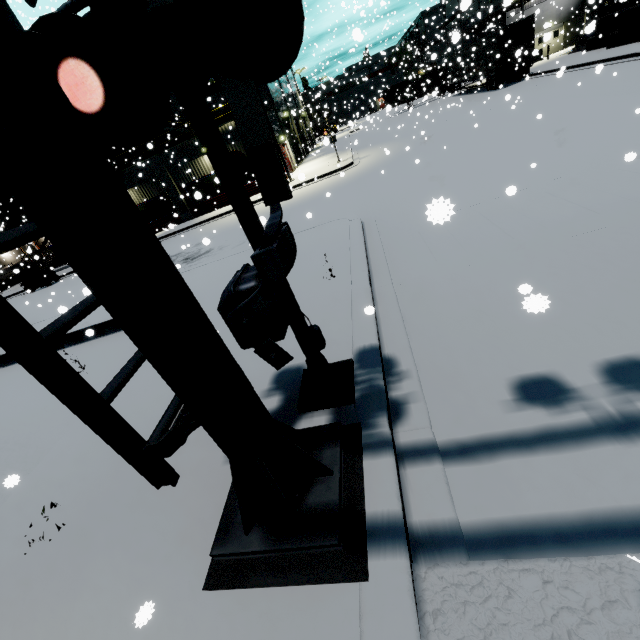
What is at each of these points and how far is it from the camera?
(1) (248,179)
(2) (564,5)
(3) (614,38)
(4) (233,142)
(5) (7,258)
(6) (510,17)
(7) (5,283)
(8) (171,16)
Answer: (1) building, 24.27m
(2) building, 34.94m
(3) concrete block, 21.11m
(4) building, 16.83m
(5) building, 38.41m
(6) building, 35.59m
(7) concrete pipe, 34.31m
(8) railroad crossing overhang, 1.65m

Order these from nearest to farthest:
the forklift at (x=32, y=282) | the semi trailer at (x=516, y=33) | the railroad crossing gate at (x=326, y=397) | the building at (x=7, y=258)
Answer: the railroad crossing gate at (x=326, y=397) → the forklift at (x=32, y=282) → the semi trailer at (x=516, y=33) → the building at (x=7, y=258)

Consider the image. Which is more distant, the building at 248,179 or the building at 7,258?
the building at 7,258

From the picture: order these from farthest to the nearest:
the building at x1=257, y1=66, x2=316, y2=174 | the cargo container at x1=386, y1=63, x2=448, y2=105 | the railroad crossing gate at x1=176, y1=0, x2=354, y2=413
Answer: the cargo container at x1=386, y1=63, x2=448, y2=105 < the building at x1=257, y1=66, x2=316, y2=174 < the railroad crossing gate at x1=176, y1=0, x2=354, y2=413

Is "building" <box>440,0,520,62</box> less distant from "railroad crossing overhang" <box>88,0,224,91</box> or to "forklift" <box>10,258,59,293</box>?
"railroad crossing overhang" <box>88,0,224,91</box>

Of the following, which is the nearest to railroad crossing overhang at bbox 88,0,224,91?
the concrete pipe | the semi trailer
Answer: the semi trailer

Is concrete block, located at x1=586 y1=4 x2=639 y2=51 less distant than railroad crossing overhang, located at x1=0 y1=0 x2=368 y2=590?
No

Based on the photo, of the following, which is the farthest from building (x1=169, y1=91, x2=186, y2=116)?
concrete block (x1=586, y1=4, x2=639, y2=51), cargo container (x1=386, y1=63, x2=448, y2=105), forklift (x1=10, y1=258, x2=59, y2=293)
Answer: forklift (x1=10, y1=258, x2=59, y2=293)
